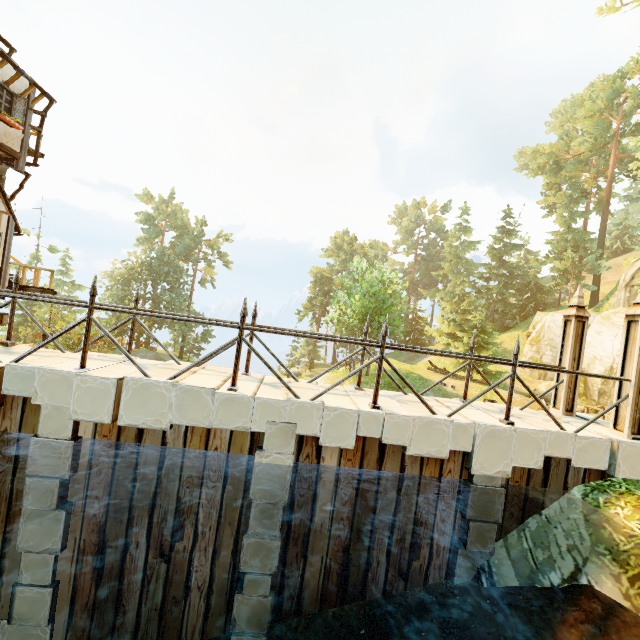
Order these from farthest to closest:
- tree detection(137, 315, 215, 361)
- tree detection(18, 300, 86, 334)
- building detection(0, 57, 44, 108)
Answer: tree detection(137, 315, 215, 361), tree detection(18, 300, 86, 334), building detection(0, 57, 44, 108)

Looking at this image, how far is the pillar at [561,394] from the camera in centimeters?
672cm

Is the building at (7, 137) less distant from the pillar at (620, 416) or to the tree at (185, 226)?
the tree at (185, 226)

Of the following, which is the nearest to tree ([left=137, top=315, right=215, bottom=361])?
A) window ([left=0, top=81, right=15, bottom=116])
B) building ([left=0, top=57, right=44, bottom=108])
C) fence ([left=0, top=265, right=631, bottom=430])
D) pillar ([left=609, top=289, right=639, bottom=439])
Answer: fence ([left=0, top=265, right=631, bottom=430])

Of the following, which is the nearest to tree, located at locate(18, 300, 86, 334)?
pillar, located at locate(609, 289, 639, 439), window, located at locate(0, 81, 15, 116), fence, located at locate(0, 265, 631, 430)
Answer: fence, located at locate(0, 265, 631, 430)

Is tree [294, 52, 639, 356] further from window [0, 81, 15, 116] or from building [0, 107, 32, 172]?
window [0, 81, 15, 116]

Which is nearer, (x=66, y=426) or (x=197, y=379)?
(x=66, y=426)

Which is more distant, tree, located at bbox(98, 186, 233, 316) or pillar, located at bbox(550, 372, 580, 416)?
tree, located at bbox(98, 186, 233, 316)
